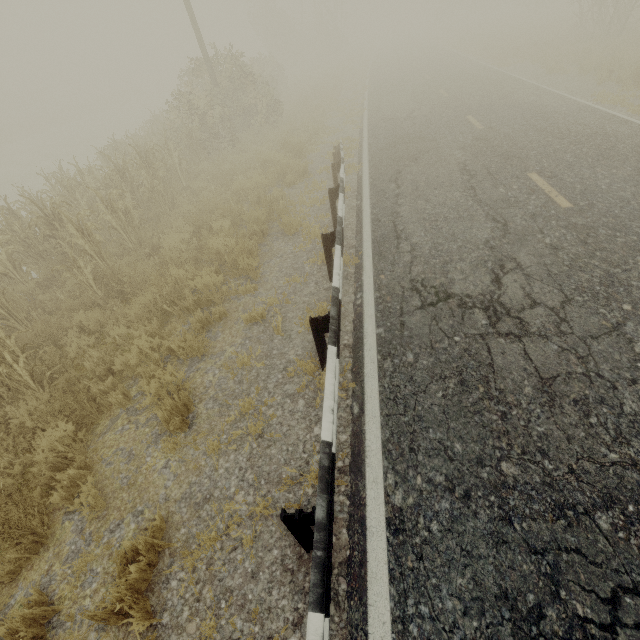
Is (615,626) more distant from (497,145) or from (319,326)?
(497,145)

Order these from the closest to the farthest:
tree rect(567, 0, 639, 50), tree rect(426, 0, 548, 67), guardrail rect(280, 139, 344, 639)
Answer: guardrail rect(280, 139, 344, 639) → tree rect(567, 0, 639, 50) → tree rect(426, 0, 548, 67)

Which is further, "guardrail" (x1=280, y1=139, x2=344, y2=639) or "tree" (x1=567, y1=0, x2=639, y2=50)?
"tree" (x1=567, y1=0, x2=639, y2=50)

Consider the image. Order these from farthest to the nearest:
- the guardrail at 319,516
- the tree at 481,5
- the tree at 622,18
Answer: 1. the tree at 481,5
2. the tree at 622,18
3. the guardrail at 319,516

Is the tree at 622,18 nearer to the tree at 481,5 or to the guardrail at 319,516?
the guardrail at 319,516

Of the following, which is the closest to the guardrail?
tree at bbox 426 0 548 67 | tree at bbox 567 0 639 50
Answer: tree at bbox 567 0 639 50

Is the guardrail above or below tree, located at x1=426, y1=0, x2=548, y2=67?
below
